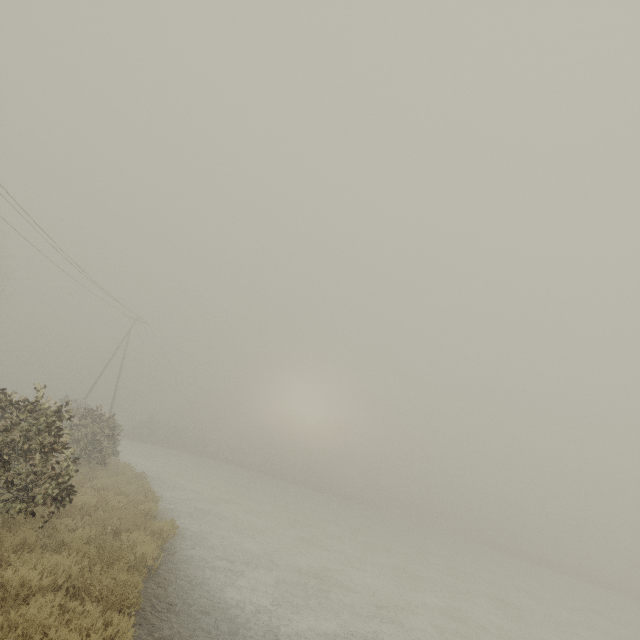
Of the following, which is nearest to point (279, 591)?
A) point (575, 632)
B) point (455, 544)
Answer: point (575, 632)
